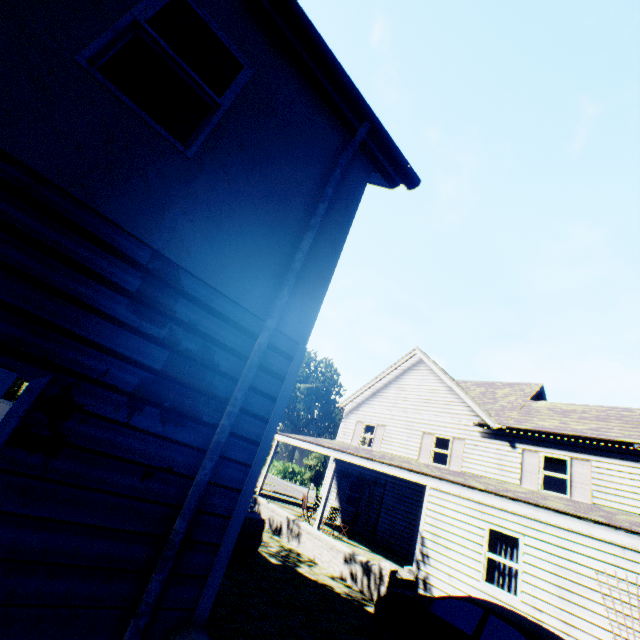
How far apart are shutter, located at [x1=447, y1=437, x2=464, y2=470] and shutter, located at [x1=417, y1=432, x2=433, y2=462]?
1.0 meters

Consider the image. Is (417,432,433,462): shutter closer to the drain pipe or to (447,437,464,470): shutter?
(447,437,464,470): shutter

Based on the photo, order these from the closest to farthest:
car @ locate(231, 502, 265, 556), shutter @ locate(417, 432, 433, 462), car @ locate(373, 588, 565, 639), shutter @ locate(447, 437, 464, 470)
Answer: car @ locate(373, 588, 565, 639)
car @ locate(231, 502, 265, 556)
shutter @ locate(447, 437, 464, 470)
shutter @ locate(417, 432, 433, 462)

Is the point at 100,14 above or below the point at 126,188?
above

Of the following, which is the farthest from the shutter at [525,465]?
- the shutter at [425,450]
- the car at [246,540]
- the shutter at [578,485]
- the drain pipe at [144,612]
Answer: the drain pipe at [144,612]

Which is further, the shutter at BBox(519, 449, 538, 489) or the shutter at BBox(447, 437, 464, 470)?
the shutter at BBox(447, 437, 464, 470)

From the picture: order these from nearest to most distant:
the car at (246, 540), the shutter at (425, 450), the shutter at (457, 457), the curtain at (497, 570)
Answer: the car at (246, 540) < the curtain at (497, 570) < the shutter at (457, 457) < the shutter at (425, 450)

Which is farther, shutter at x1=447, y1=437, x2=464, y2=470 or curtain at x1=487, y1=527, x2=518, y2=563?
shutter at x1=447, y1=437, x2=464, y2=470
